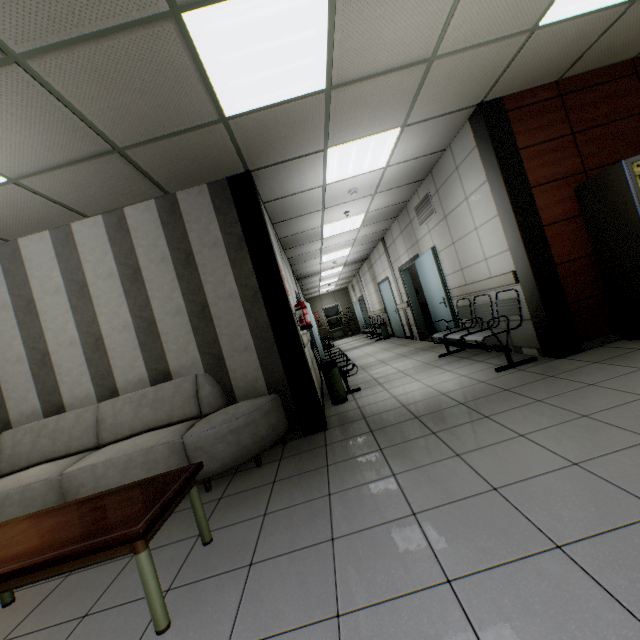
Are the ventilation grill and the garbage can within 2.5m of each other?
no

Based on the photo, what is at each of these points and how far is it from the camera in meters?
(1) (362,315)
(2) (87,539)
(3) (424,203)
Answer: (1) door, 18.3
(2) table, 1.6
(3) ventilation grill, 6.3

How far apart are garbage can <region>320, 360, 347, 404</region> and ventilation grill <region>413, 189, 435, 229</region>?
3.4m

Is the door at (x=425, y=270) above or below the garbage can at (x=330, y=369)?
above

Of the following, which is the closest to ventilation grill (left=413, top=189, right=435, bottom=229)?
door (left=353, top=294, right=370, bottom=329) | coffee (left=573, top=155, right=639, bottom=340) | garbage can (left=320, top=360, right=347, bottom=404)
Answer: coffee (left=573, top=155, right=639, bottom=340)

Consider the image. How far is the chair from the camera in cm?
411

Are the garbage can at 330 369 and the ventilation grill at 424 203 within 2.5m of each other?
no

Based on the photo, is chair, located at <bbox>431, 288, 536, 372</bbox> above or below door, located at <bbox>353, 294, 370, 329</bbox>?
below
